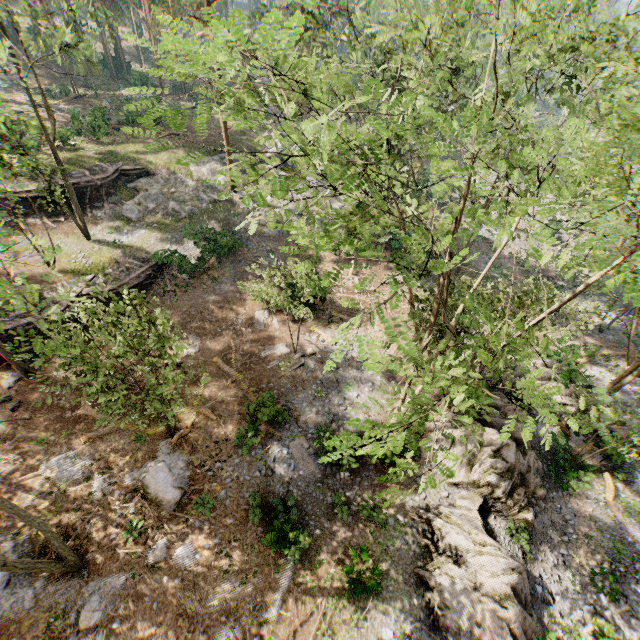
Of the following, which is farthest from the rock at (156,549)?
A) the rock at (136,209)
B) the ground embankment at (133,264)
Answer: the rock at (136,209)

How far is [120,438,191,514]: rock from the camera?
14.5m

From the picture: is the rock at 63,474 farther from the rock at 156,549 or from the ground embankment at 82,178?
the ground embankment at 82,178

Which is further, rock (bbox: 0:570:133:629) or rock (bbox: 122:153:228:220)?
rock (bbox: 122:153:228:220)

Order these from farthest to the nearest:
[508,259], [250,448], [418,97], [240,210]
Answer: [508,259], [240,210], [250,448], [418,97]

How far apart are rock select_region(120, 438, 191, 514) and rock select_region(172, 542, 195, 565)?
1.30m

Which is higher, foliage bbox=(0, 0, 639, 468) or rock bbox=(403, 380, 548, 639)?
foliage bbox=(0, 0, 639, 468)

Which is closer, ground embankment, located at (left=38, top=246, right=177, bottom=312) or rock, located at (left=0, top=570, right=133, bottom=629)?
rock, located at (left=0, top=570, right=133, bottom=629)
